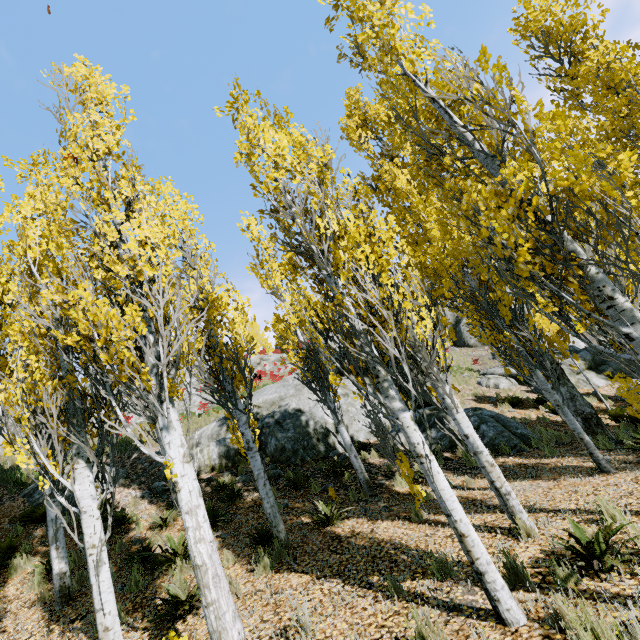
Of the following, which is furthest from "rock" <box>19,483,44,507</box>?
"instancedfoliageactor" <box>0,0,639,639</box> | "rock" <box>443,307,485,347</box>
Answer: "instancedfoliageactor" <box>0,0,639,639</box>

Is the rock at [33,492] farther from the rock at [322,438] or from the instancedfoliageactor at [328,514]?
the instancedfoliageactor at [328,514]

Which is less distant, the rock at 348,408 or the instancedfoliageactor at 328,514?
the instancedfoliageactor at 328,514

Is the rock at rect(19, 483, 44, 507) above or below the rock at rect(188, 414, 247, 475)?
above

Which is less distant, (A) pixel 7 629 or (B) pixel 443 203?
(A) pixel 7 629

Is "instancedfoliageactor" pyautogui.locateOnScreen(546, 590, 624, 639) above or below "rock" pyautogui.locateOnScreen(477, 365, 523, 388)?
below

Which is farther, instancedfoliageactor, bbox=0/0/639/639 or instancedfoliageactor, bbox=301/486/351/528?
instancedfoliageactor, bbox=301/486/351/528

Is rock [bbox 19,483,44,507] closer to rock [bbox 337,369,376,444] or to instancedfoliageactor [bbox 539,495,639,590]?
rock [bbox 337,369,376,444]
